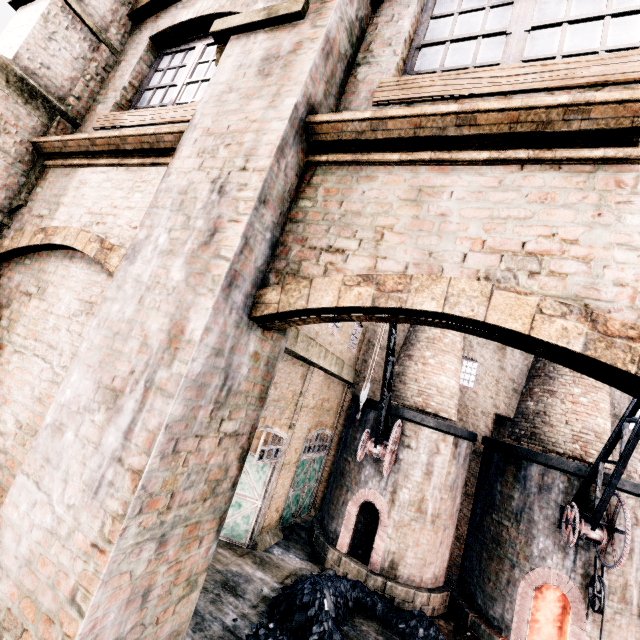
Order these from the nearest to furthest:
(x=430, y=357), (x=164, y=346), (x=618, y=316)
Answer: (x=618, y=316)
(x=164, y=346)
(x=430, y=357)

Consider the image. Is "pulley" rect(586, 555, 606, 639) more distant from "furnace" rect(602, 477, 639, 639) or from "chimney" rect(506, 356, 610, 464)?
"chimney" rect(506, 356, 610, 464)

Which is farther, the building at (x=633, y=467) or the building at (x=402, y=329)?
the building at (x=402, y=329)

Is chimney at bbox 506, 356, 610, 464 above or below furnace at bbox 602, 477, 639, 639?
above

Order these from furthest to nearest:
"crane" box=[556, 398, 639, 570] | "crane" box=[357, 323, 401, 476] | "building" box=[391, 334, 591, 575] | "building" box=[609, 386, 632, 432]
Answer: "building" box=[391, 334, 591, 575] < "building" box=[609, 386, 632, 432] < "crane" box=[357, 323, 401, 476] < "crane" box=[556, 398, 639, 570]

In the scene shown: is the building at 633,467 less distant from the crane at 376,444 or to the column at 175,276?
the column at 175,276

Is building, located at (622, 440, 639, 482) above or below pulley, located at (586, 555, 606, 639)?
above

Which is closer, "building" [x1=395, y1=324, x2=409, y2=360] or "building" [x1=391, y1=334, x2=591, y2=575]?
"building" [x1=391, y1=334, x2=591, y2=575]
